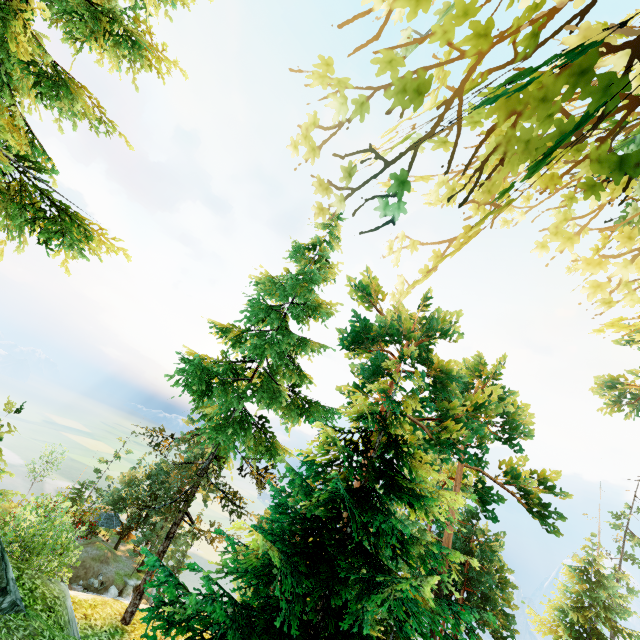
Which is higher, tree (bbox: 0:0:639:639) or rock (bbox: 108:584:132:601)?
tree (bbox: 0:0:639:639)

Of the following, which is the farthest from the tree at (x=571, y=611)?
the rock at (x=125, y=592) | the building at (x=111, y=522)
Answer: the rock at (x=125, y=592)

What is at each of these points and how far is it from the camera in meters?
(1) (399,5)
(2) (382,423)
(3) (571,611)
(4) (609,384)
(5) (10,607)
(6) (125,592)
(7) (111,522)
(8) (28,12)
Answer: (1) tree, 2.9 m
(2) tree, 8.1 m
(3) tree, 26.2 m
(4) tree, 37.3 m
(5) rock, 6.7 m
(6) rock, 47.8 m
(7) building, 55.9 m
(8) tree, 3.7 m

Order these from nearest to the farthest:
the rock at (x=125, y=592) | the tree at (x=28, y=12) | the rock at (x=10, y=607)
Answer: the tree at (x=28, y=12)
the rock at (x=10, y=607)
the rock at (x=125, y=592)

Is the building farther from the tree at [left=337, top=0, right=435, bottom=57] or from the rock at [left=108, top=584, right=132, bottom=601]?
the rock at [left=108, top=584, right=132, bottom=601]

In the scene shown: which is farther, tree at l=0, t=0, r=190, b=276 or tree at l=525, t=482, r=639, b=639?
tree at l=525, t=482, r=639, b=639

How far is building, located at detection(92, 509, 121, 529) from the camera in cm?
5459

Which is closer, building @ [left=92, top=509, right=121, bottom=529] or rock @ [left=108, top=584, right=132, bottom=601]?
rock @ [left=108, top=584, right=132, bottom=601]
